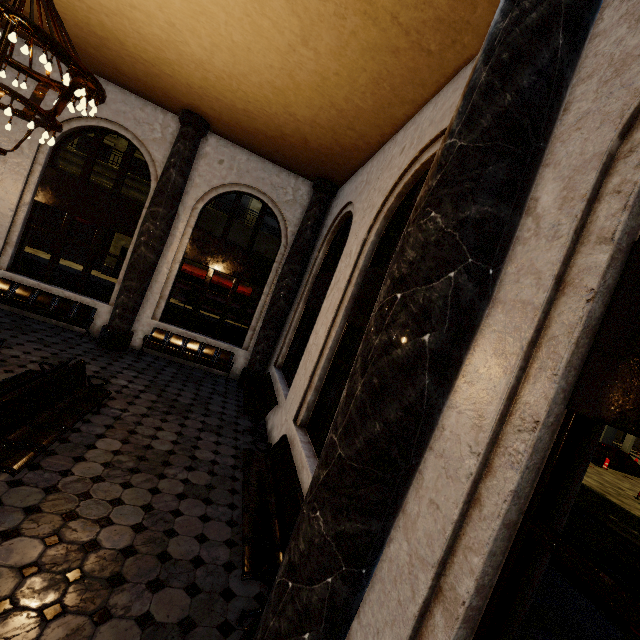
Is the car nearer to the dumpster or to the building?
the building

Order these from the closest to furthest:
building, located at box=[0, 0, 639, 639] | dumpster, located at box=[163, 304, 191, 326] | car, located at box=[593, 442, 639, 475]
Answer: building, located at box=[0, 0, 639, 639]
dumpster, located at box=[163, 304, 191, 326]
car, located at box=[593, 442, 639, 475]

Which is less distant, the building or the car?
the building

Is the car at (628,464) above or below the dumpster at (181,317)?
below

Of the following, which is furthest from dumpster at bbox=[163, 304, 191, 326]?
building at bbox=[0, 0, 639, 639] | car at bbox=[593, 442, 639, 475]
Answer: car at bbox=[593, 442, 639, 475]

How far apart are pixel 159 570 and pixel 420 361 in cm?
348

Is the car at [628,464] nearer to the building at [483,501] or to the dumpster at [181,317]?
the building at [483,501]
